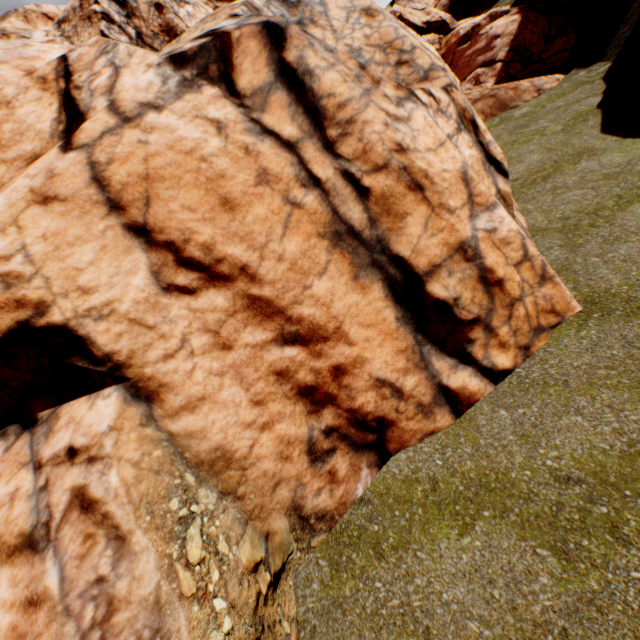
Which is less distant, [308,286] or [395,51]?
[308,286]
